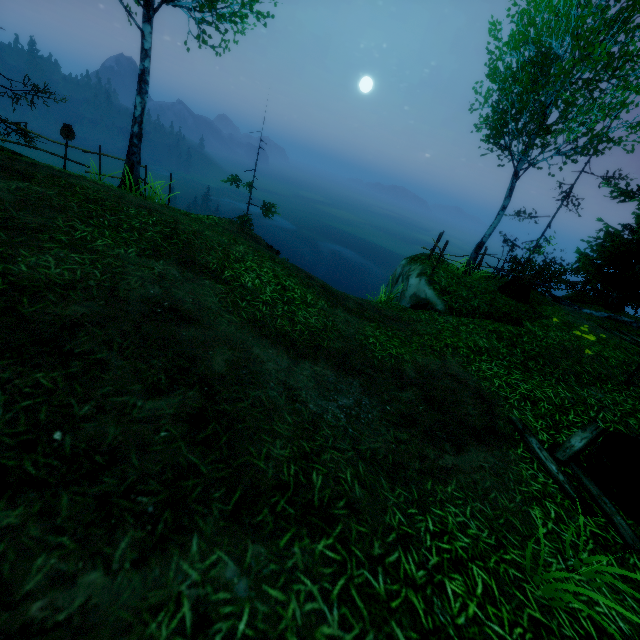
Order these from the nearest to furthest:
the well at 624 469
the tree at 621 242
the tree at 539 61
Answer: the well at 624 469 < the tree at 539 61 < the tree at 621 242

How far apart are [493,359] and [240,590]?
6.7m

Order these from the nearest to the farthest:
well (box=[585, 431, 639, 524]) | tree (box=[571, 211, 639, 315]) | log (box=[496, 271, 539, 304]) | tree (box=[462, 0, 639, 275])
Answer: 1. well (box=[585, 431, 639, 524])
2. tree (box=[462, 0, 639, 275])
3. log (box=[496, 271, 539, 304])
4. tree (box=[571, 211, 639, 315])

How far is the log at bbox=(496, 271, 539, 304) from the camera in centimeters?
1115cm

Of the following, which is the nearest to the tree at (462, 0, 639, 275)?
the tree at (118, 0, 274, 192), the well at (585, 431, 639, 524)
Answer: the tree at (118, 0, 274, 192)

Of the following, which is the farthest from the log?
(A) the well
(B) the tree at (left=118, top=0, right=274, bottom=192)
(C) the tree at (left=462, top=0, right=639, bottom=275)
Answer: (B) the tree at (left=118, top=0, right=274, bottom=192)

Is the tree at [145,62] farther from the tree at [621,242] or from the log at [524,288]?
the log at [524,288]

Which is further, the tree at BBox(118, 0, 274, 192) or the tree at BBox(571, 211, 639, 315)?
the tree at BBox(571, 211, 639, 315)
